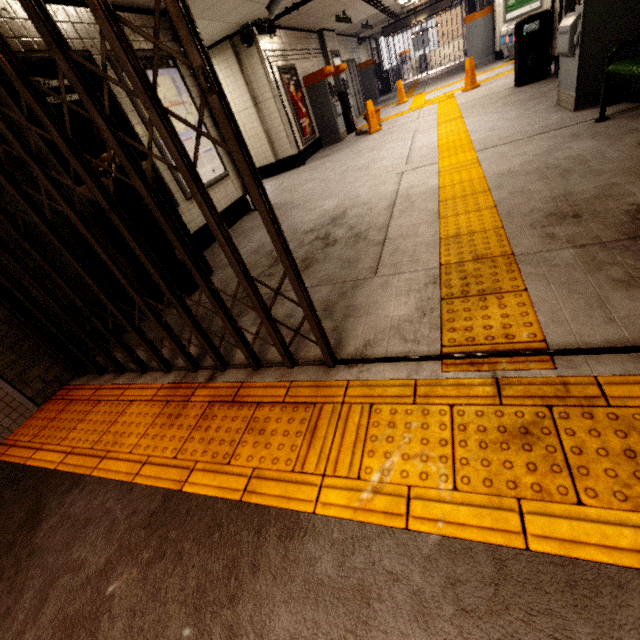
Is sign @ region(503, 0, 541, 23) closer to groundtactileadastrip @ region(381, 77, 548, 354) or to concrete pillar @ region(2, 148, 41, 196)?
groundtactileadastrip @ region(381, 77, 548, 354)

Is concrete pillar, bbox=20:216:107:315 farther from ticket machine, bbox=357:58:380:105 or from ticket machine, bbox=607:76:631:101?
ticket machine, bbox=357:58:380:105

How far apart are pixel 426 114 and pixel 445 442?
9.7 meters

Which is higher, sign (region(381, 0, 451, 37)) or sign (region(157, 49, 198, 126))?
sign (region(381, 0, 451, 37))

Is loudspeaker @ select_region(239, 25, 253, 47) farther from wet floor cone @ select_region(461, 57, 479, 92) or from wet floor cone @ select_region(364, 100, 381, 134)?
wet floor cone @ select_region(461, 57, 479, 92)

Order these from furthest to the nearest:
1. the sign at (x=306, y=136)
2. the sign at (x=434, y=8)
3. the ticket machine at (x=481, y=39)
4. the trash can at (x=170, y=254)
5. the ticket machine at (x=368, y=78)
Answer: the ticket machine at (x=368, y=78) < the sign at (x=434, y=8) < the ticket machine at (x=481, y=39) < the sign at (x=306, y=136) < the trash can at (x=170, y=254)

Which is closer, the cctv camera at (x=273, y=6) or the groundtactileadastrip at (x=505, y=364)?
the groundtactileadastrip at (x=505, y=364)

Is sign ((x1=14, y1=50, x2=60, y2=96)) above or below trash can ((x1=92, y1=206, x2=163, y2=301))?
above
